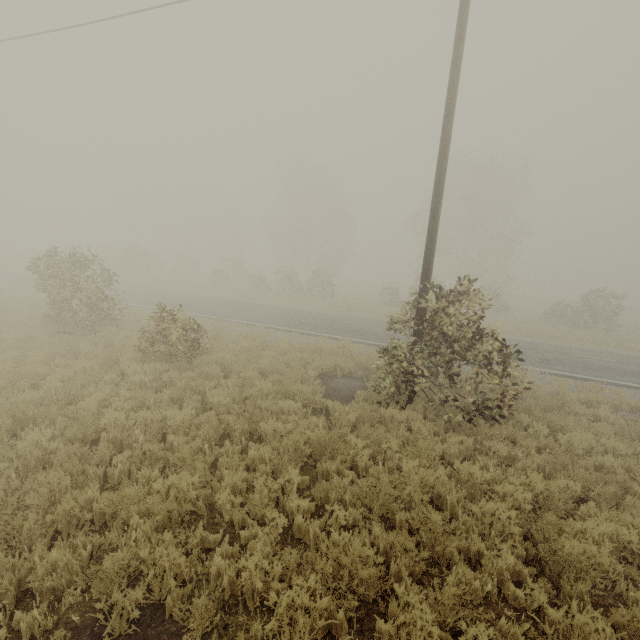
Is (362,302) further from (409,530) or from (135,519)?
(135,519)

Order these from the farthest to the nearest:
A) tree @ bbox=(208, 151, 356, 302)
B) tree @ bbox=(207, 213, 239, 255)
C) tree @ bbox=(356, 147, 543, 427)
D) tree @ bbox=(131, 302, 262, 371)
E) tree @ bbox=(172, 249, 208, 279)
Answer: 1. tree @ bbox=(207, 213, 239, 255)
2. tree @ bbox=(172, 249, 208, 279)
3. tree @ bbox=(208, 151, 356, 302)
4. tree @ bbox=(131, 302, 262, 371)
5. tree @ bbox=(356, 147, 543, 427)

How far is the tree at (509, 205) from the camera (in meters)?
7.67

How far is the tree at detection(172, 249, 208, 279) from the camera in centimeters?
4072cm

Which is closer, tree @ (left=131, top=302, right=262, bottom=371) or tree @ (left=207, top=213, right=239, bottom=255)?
tree @ (left=131, top=302, right=262, bottom=371)

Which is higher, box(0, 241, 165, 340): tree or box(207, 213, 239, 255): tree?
box(207, 213, 239, 255): tree
